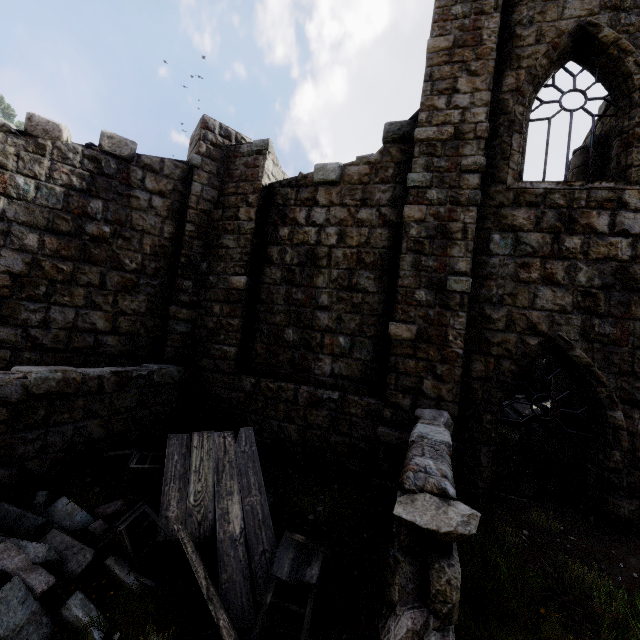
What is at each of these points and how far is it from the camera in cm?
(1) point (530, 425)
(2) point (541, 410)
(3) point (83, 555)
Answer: (1) rubble, 991
(2) rubble, 1115
(3) rubble, 372

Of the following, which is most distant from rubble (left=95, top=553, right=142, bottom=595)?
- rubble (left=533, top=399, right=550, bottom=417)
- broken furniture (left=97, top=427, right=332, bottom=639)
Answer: rubble (left=533, top=399, right=550, bottom=417)

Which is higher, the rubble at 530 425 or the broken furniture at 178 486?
the rubble at 530 425

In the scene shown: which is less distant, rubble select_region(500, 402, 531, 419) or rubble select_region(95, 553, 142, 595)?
rubble select_region(95, 553, 142, 595)

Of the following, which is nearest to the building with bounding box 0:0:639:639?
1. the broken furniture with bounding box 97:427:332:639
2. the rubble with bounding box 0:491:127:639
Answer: the rubble with bounding box 0:491:127:639

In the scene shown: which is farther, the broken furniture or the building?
the building

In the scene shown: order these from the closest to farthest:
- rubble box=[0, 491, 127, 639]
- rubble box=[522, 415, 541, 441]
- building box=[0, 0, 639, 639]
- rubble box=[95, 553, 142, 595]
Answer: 1. rubble box=[0, 491, 127, 639]
2. rubble box=[95, 553, 142, 595]
3. building box=[0, 0, 639, 639]
4. rubble box=[522, 415, 541, 441]

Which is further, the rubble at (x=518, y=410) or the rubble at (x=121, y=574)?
the rubble at (x=518, y=410)
